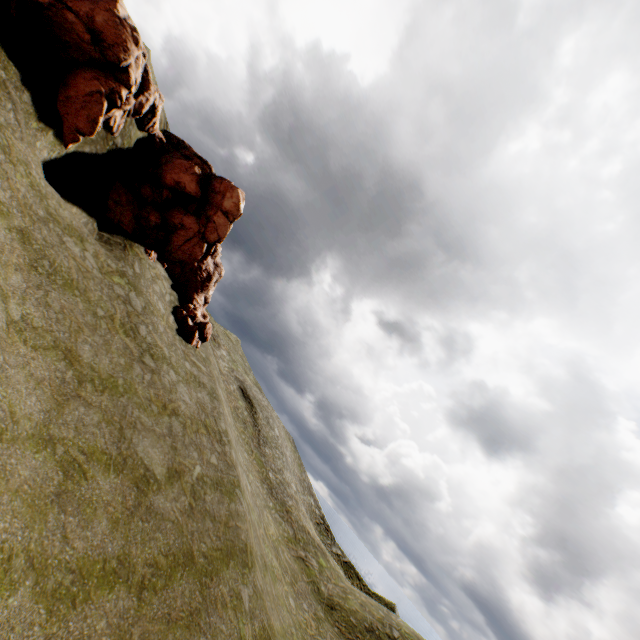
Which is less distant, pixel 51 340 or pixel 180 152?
pixel 51 340
